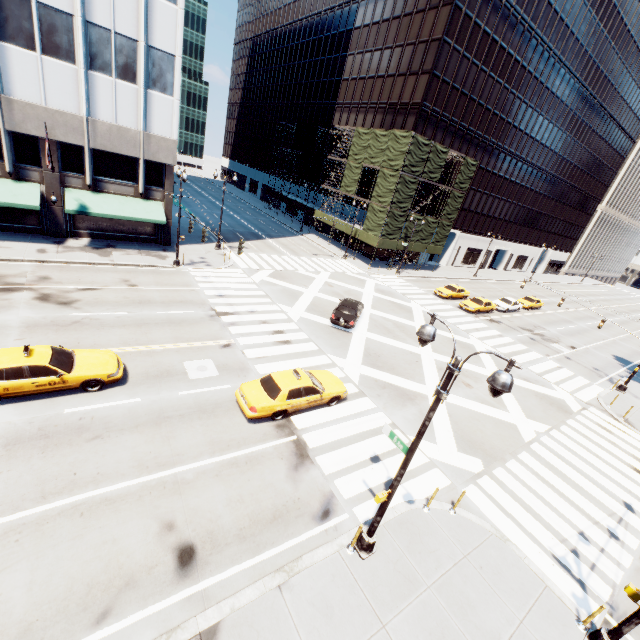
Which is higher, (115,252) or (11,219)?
(11,219)

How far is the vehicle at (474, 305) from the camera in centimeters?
3472cm

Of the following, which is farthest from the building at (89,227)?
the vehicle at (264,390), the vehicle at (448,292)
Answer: the vehicle at (448,292)

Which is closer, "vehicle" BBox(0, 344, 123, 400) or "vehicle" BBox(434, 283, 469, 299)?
"vehicle" BBox(0, 344, 123, 400)

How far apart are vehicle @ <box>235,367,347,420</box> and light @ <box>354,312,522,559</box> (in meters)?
Result: 5.24

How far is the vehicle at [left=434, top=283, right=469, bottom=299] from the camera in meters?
36.9 m

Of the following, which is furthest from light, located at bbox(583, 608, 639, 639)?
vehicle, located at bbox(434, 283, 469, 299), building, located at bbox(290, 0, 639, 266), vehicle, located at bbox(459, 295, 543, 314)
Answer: building, located at bbox(290, 0, 639, 266)

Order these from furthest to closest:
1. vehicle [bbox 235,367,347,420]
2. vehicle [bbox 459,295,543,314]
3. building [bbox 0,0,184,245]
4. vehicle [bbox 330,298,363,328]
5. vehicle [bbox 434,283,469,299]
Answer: vehicle [bbox 434,283,469,299], vehicle [bbox 459,295,543,314], vehicle [bbox 330,298,363,328], building [bbox 0,0,184,245], vehicle [bbox 235,367,347,420]
